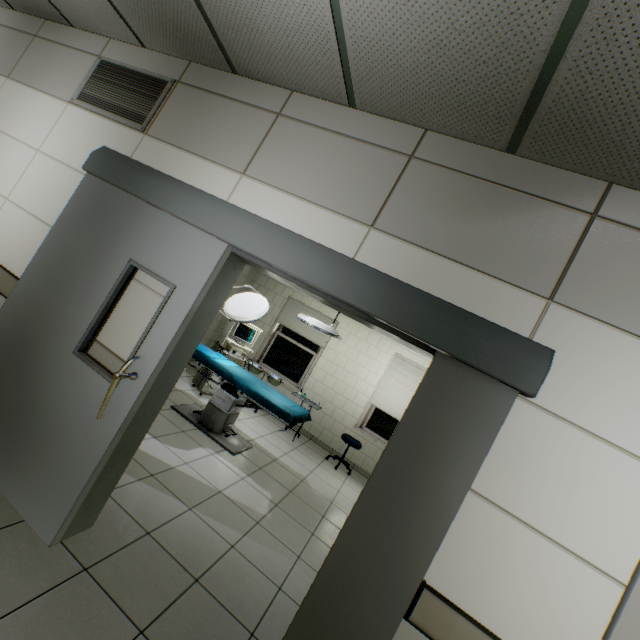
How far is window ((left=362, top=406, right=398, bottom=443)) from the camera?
6.44m

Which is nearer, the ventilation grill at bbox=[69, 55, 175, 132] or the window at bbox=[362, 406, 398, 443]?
the ventilation grill at bbox=[69, 55, 175, 132]

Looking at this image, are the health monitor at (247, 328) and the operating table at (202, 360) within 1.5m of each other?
yes

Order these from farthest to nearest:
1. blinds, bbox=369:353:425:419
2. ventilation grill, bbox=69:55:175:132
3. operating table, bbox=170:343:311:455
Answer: blinds, bbox=369:353:425:419 → operating table, bbox=170:343:311:455 → ventilation grill, bbox=69:55:175:132

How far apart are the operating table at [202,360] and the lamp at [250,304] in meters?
0.7

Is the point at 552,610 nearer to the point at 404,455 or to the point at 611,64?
the point at 404,455

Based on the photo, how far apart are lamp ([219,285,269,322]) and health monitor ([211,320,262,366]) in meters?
1.1 m

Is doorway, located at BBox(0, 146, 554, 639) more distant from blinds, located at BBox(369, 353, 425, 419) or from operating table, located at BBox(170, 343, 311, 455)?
blinds, located at BBox(369, 353, 425, 419)
